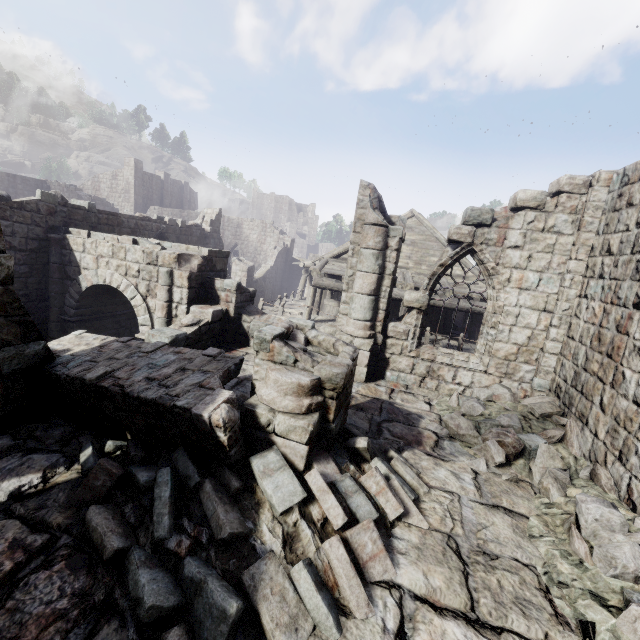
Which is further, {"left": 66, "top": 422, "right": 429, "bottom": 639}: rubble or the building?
the building

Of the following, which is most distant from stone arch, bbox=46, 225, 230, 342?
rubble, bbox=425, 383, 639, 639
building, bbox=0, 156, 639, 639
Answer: rubble, bbox=425, 383, 639, 639

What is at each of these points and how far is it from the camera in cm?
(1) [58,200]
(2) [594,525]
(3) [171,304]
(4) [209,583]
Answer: (1) building, 1106
(2) rubble, 411
(3) stone arch, 987
(4) rubble, 279

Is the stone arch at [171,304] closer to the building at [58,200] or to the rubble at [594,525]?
the building at [58,200]

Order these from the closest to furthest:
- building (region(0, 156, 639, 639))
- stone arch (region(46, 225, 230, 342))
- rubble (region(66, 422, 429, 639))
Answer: rubble (region(66, 422, 429, 639)) < building (region(0, 156, 639, 639)) < stone arch (region(46, 225, 230, 342))

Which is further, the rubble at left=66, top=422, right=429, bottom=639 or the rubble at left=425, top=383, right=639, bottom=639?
the rubble at left=425, top=383, right=639, bottom=639

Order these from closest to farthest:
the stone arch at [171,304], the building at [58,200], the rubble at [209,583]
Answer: the rubble at [209,583] < the building at [58,200] < the stone arch at [171,304]
